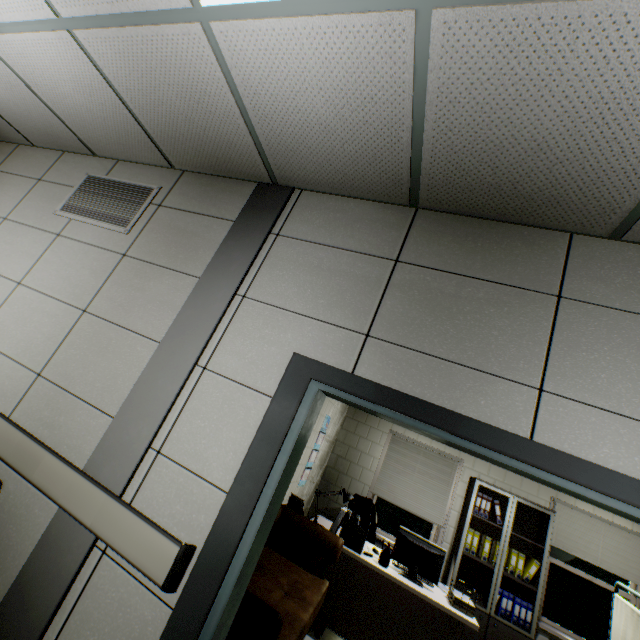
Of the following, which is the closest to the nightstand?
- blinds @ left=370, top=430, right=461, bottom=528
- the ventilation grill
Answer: blinds @ left=370, top=430, right=461, bottom=528

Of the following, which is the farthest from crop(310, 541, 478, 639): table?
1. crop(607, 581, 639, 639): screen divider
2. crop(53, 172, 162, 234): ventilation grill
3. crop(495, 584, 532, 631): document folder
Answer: crop(53, 172, 162, 234): ventilation grill

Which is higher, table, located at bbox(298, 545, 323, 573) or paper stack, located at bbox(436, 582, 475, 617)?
paper stack, located at bbox(436, 582, 475, 617)

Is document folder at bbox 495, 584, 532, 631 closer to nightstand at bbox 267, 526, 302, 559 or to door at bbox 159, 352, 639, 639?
nightstand at bbox 267, 526, 302, 559

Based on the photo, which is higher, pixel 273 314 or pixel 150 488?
pixel 273 314

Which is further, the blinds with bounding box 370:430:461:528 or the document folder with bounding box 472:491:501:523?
the blinds with bounding box 370:430:461:528

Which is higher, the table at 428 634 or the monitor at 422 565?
the monitor at 422 565

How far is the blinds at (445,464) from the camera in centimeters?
549cm
